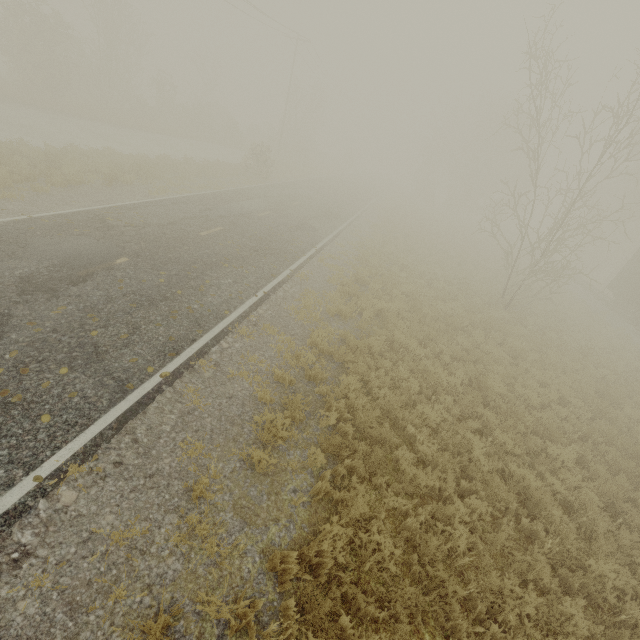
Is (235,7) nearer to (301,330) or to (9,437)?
(301,330)
